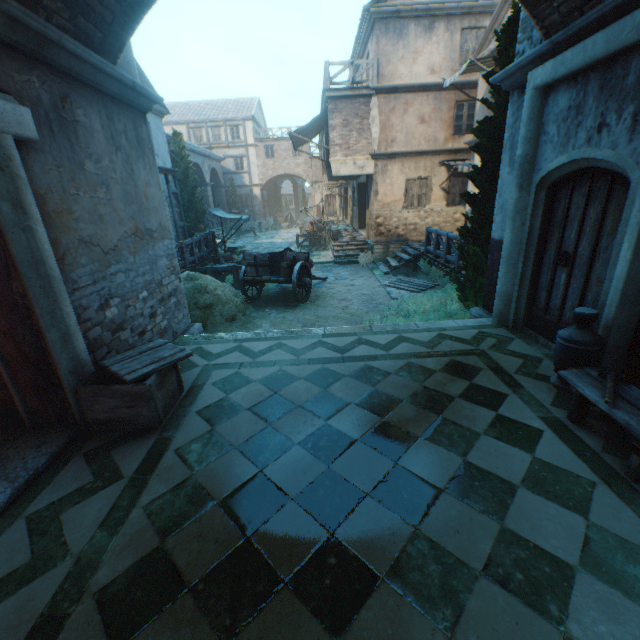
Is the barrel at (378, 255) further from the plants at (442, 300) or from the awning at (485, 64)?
the awning at (485, 64)

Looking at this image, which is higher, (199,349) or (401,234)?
(401,234)

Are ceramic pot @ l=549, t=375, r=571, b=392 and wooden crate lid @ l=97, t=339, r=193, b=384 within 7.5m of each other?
yes

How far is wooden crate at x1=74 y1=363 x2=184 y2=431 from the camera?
3.3m

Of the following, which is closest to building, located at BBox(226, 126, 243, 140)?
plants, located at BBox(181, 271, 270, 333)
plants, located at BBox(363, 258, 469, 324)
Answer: plants, located at BBox(181, 271, 270, 333)

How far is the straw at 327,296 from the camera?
9.02m

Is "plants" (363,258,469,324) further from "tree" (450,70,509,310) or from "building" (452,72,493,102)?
"building" (452,72,493,102)

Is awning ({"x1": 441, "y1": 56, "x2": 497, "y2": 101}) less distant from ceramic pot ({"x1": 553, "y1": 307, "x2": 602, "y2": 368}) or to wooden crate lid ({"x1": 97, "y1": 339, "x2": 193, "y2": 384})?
ceramic pot ({"x1": 553, "y1": 307, "x2": 602, "y2": 368})
